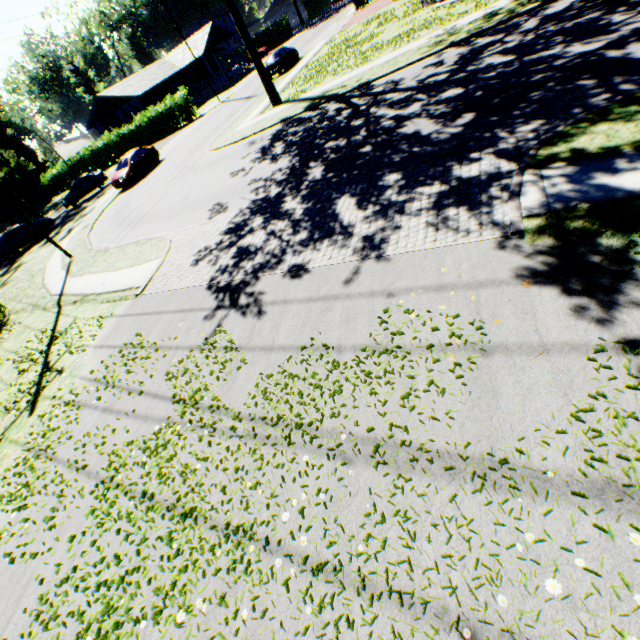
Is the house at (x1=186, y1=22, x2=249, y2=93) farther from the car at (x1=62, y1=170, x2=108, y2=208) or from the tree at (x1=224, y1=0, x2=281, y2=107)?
the tree at (x1=224, y1=0, x2=281, y2=107)

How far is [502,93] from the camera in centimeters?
823cm

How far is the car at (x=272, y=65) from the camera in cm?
2805

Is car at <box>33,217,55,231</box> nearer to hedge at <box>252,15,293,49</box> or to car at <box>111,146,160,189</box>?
car at <box>111,146,160,189</box>

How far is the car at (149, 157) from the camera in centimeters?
2420cm

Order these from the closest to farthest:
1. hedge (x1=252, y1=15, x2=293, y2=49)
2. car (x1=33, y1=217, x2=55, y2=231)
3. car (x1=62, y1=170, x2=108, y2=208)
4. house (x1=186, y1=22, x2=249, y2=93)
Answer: car (x1=33, y1=217, x2=55, y2=231), car (x1=62, y1=170, x2=108, y2=208), house (x1=186, y1=22, x2=249, y2=93), hedge (x1=252, y1=15, x2=293, y2=49)

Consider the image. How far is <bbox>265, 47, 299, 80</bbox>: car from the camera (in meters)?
28.05

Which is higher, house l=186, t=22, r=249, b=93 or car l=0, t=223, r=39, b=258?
house l=186, t=22, r=249, b=93
